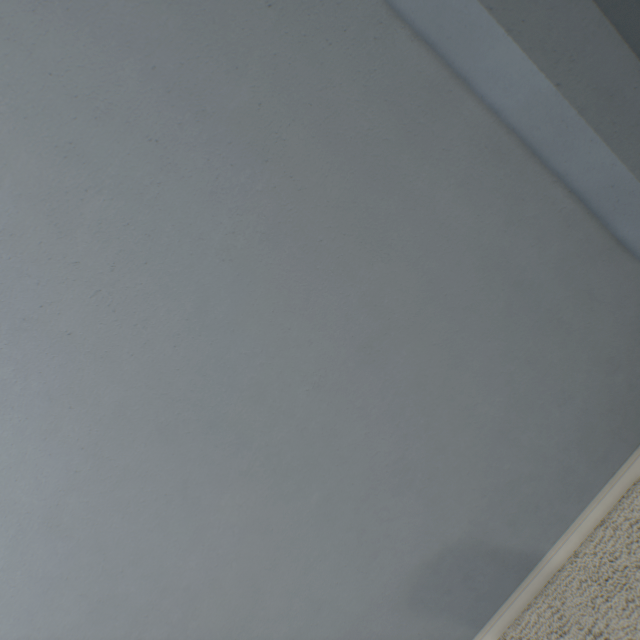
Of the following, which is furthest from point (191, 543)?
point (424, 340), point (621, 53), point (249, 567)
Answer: point (621, 53)
